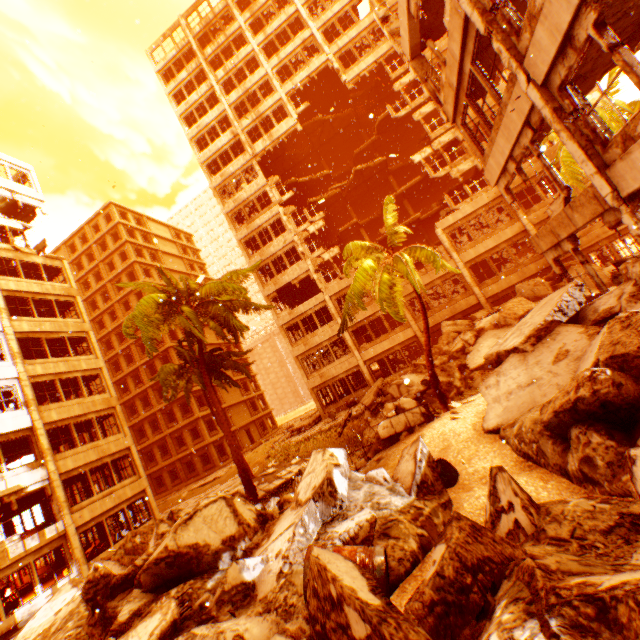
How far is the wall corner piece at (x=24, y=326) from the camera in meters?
19.8

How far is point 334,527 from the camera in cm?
491

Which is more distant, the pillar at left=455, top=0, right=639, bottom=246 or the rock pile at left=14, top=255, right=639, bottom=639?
the pillar at left=455, top=0, right=639, bottom=246

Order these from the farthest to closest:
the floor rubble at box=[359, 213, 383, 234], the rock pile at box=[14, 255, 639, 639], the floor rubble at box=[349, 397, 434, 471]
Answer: the floor rubble at box=[359, 213, 383, 234]
the floor rubble at box=[349, 397, 434, 471]
the rock pile at box=[14, 255, 639, 639]

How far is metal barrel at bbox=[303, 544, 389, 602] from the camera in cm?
330

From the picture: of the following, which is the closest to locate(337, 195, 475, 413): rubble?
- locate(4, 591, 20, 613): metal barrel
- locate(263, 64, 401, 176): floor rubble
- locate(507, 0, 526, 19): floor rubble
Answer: locate(263, 64, 401, 176): floor rubble

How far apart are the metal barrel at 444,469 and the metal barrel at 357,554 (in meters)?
2.93

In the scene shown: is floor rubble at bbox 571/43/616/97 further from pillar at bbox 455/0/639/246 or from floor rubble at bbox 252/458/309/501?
floor rubble at bbox 252/458/309/501
